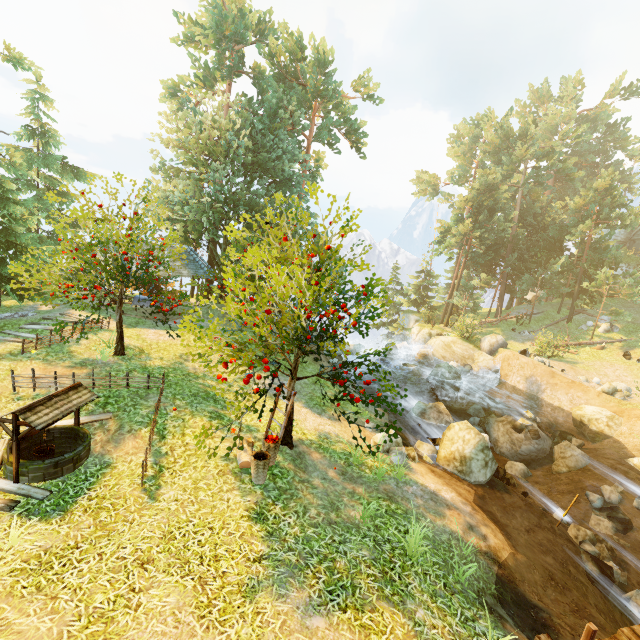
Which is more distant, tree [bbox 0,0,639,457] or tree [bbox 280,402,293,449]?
tree [bbox 280,402,293,449]

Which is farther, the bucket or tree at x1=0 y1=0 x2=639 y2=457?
tree at x1=0 y1=0 x2=639 y2=457

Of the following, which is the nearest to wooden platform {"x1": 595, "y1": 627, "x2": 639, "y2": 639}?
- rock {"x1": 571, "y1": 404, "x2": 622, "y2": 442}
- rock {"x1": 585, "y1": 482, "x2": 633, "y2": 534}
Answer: rock {"x1": 585, "y1": 482, "x2": 633, "y2": 534}

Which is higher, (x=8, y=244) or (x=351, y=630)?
(x=8, y=244)

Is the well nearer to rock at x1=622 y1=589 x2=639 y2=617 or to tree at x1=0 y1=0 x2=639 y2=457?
tree at x1=0 y1=0 x2=639 y2=457

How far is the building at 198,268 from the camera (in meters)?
17.82

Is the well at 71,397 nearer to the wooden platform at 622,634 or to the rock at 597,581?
the wooden platform at 622,634

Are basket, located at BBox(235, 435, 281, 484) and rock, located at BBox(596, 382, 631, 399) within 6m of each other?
no
